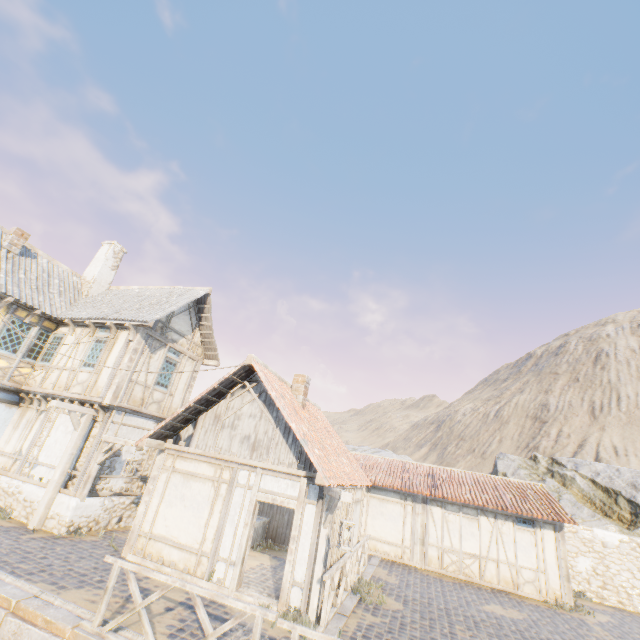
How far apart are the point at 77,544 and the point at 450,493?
14.5 meters

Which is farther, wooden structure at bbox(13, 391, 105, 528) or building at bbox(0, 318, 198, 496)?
building at bbox(0, 318, 198, 496)

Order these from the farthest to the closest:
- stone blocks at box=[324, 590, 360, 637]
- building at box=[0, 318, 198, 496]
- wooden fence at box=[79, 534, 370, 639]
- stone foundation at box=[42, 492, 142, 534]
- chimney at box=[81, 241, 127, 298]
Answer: chimney at box=[81, 241, 127, 298] < building at box=[0, 318, 198, 496] < stone foundation at box=[42, 492, 142, 534] < stone blocks at box=[324, 590, 360, 637] < wooden fence at box=[79, 534, 370, 639]

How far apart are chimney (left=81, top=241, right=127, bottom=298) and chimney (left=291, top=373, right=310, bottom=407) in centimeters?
1175cm

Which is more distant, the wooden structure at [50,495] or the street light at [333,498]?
the wooden structure at [50,495]

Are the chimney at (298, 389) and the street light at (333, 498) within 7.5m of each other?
yes

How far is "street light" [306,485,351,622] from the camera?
7.3m

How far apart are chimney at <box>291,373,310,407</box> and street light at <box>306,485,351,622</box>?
3.51m
